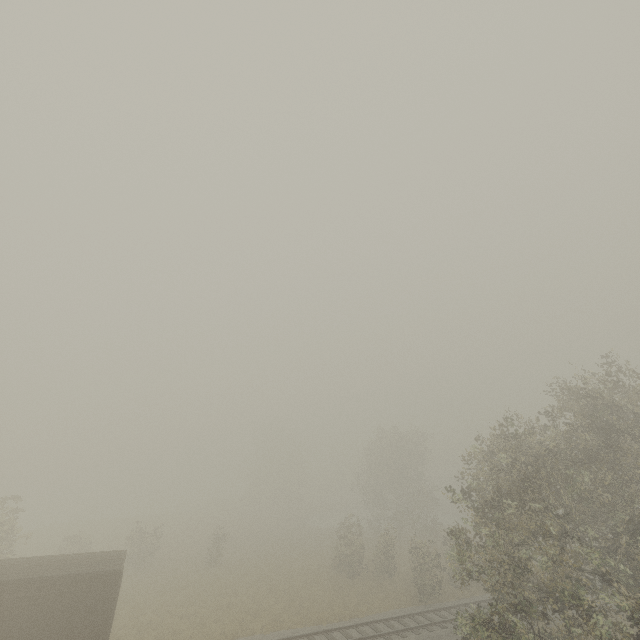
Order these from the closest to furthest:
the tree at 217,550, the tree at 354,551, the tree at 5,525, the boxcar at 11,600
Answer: the boxcar at 11,600 → the tree at 5,525 → the tree at 354,551 → the tree at 217,550

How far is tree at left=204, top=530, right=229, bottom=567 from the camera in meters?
30.9 m

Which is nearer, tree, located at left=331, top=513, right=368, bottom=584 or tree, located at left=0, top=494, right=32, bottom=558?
tree, located at left=0, top=494, right=32, bottom=558

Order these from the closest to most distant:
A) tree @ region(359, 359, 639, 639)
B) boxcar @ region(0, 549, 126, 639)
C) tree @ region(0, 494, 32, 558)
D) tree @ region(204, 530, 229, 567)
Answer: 1. tree @ region(359, 359, 639, 639)
2. boxcar @ region(0, 549, 126, 639)
3. tree @ region(0, 494, 32, 558)
4. tree @ region(204, 530, 229, 567)

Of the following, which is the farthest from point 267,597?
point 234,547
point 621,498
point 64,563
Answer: point 621,498

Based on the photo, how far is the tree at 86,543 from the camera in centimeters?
2931cm
